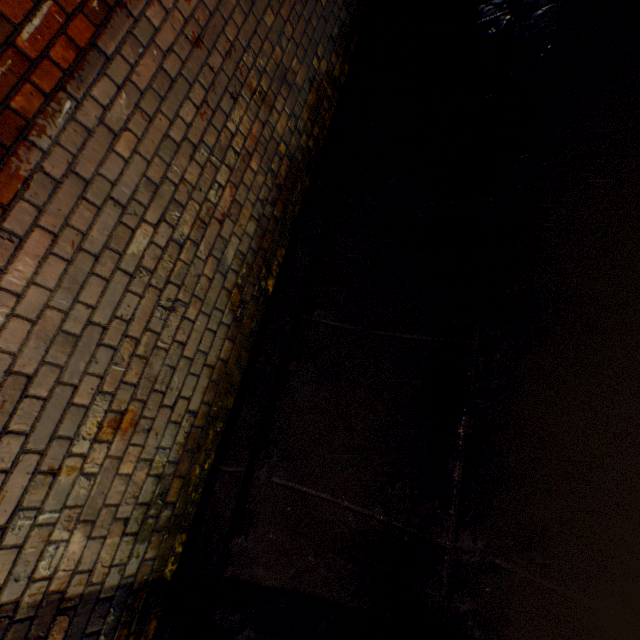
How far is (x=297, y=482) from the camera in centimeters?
229cm
